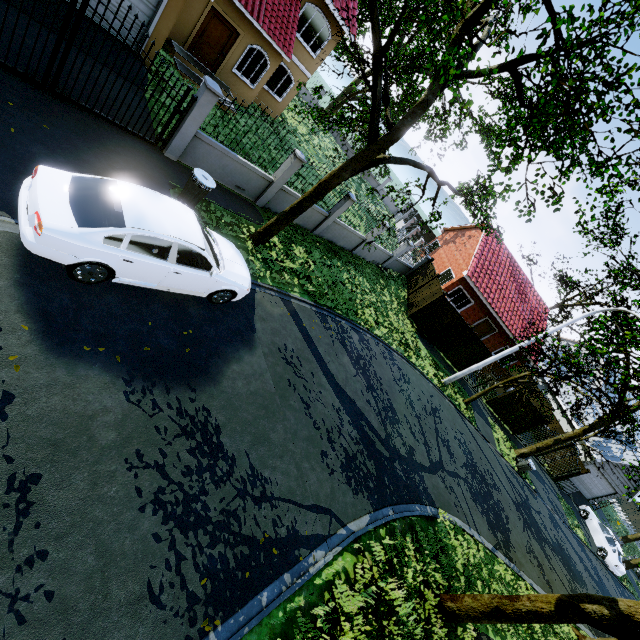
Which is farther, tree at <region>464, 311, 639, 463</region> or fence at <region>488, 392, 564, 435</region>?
fence at <region>488, 392, 564, 435</region>

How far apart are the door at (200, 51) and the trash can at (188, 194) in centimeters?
999cm

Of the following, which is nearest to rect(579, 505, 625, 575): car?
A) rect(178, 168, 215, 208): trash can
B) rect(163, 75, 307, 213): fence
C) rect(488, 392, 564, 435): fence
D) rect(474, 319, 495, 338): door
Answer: rect(488, 392, 564, 435): fence

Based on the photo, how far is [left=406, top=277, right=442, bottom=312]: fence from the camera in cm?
1953

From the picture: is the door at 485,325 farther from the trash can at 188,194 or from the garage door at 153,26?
the garage door at 153,26

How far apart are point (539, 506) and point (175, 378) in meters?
23.3
